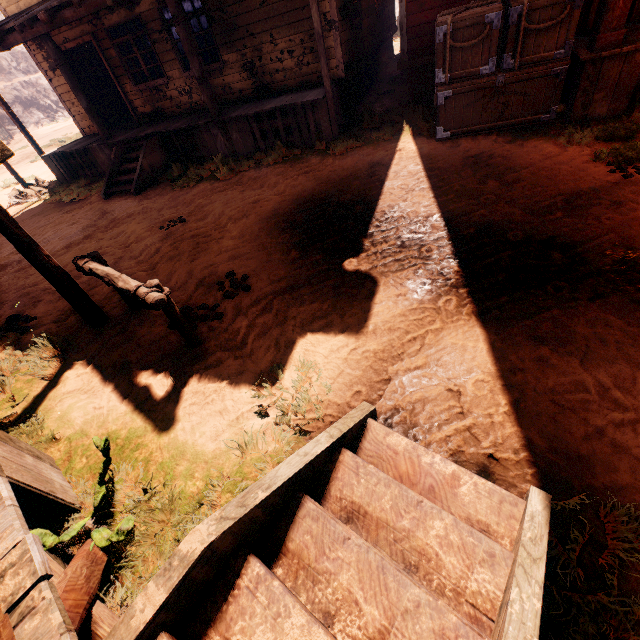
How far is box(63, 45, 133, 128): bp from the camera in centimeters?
1038cm

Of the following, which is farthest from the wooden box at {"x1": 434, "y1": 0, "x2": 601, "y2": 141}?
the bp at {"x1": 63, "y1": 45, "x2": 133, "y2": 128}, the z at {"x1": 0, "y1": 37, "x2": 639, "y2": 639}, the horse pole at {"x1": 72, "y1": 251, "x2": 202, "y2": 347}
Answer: the bp at {"x1": 63, "y1": 45, "x2": 133, "y2": 128}

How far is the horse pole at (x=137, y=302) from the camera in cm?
291

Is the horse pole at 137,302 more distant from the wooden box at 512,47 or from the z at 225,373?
the wooden box at 512,47

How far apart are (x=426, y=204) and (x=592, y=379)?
3.26m

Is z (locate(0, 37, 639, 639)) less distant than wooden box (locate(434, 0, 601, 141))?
Yes

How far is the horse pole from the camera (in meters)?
2.91

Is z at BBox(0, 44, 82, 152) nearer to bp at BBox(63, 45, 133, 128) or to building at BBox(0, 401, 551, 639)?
building at BBox(0, 401, 551, 639)
